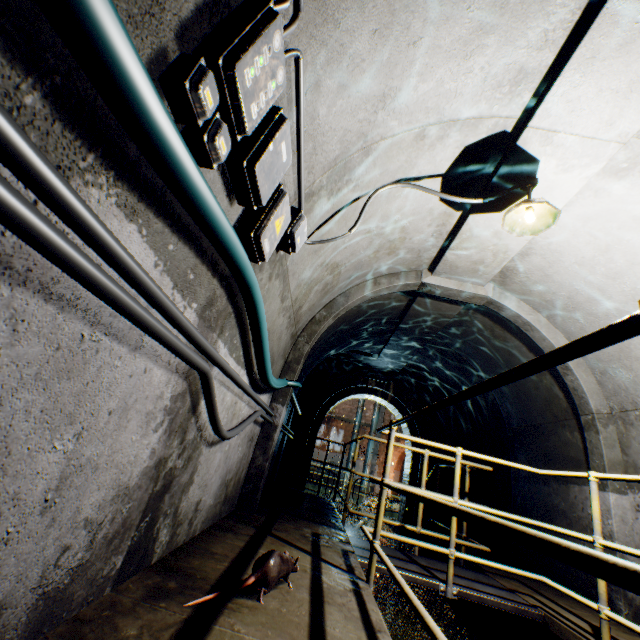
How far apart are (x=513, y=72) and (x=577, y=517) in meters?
5.6 m

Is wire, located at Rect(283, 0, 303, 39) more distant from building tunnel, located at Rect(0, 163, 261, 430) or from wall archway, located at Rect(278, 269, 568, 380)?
wall archway, located at Rect(278, 269, 568, 380)

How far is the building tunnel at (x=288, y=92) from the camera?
1.6m

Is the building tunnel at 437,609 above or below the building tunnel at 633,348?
below

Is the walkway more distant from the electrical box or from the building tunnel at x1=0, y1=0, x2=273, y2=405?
the electrical box

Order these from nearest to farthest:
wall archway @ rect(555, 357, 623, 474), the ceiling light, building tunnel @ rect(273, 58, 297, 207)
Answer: building tunnel @ rect(273, 58, 297, 207)
the ceiling light
wall archway @ rect(555, 357, 623, 474)

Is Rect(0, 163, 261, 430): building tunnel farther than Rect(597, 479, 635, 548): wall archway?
No

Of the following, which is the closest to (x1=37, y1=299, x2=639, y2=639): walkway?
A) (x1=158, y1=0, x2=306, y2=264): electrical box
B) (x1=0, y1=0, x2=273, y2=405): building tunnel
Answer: (x1=0, y1=0, x2=273, y2=405): building tunnel
